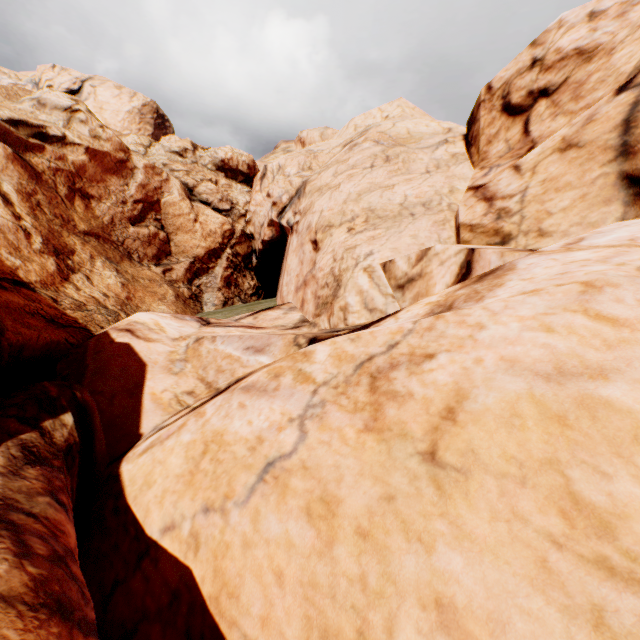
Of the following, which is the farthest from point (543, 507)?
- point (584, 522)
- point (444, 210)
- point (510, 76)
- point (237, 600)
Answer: point (510, 76)
